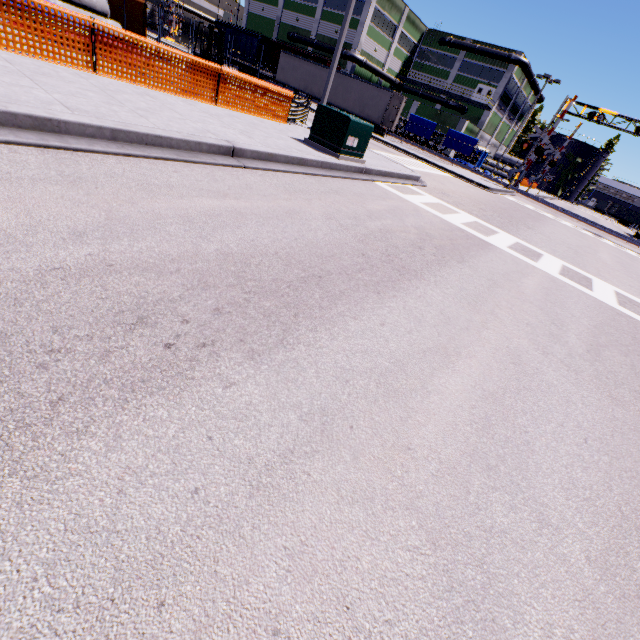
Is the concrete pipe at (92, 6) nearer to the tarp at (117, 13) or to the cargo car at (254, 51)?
the tarp at (117, 13)

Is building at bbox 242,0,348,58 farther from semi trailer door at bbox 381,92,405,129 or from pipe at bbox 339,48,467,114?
semi trailer door at bbox 381,92,405,129

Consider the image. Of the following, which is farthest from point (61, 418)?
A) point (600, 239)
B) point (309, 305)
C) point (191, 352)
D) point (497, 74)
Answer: point (497, 74)

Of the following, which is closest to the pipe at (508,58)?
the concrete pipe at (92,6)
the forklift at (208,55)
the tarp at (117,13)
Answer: the tarp at (117,13)

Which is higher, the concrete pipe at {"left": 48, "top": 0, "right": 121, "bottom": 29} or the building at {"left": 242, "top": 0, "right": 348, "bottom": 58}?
the building at {"left": 242, "top": 0, "right": 348, "bottom": 58}

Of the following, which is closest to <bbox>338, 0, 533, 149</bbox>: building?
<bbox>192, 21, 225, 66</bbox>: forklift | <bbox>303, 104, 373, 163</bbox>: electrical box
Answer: <bbox>303, 104, 373, 163</bbox>: electrical box

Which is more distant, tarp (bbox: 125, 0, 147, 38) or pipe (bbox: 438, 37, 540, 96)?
pipe (bbox: 438, 37, 540, 96)

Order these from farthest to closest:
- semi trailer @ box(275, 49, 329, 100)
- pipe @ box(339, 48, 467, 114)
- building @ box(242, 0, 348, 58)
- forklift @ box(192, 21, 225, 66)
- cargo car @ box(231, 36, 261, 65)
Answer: cargo car @ box(231, 36, 261, 65) < building @ box(242, 0, 348, 58) < pipe @ box(339, 48, 467, 114) < semi trailer @ box(275, 49, 329, 100) < forklift @ box(192, 21, 225, 66)
